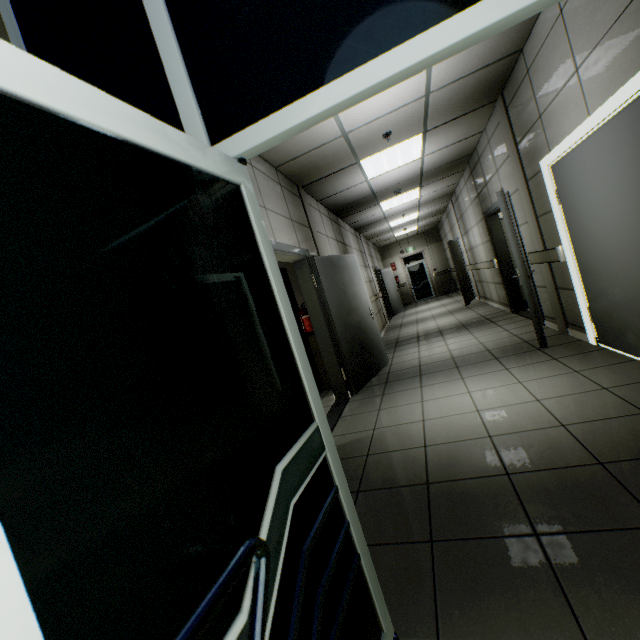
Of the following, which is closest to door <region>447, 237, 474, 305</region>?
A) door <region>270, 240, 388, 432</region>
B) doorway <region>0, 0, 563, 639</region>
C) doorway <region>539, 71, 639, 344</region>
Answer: door <region>270, 240, 388, 432</region>

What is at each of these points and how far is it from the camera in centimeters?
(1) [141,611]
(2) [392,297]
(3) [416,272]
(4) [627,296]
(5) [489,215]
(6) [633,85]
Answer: (1) doorway, 53cm
(2) door, 1366cm
(3) door, 1639cm
(4) door, 285cm
(5) door, 634cm
(6) doorway, 212cm

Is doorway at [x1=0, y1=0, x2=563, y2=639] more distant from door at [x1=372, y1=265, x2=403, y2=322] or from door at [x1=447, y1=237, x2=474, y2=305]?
door at [x1=372, y1=265, x2=403, y2=322]

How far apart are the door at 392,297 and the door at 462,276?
2.64m

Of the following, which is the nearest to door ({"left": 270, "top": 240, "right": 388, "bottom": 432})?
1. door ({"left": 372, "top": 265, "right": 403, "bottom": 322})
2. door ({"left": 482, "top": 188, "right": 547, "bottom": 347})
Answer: door ({"left": 482, "top": 188, "right": 547, "bottom": 347})

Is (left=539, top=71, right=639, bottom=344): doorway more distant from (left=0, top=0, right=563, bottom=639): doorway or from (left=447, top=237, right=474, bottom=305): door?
(left=447, top=237, right=474, bottom=305): door

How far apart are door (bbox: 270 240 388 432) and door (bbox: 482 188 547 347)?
2.10m

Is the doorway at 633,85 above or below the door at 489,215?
above
